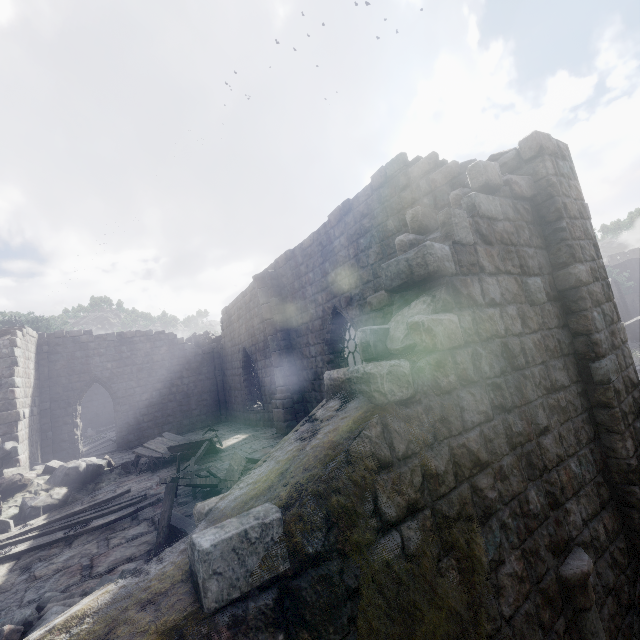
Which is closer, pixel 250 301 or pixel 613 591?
pixel 613 591

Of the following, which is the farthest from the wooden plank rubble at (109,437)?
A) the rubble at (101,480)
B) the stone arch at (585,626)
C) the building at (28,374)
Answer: the stone arch at (585,626)

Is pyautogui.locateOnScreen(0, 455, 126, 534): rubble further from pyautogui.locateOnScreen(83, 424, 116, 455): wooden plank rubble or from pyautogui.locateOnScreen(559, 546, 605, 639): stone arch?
pyautogui.locateOnScreen(559, 546, 605, 639): stone arch

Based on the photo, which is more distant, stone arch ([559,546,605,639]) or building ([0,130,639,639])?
stone arch ([559,546,605,639])

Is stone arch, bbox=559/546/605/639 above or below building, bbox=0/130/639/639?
below

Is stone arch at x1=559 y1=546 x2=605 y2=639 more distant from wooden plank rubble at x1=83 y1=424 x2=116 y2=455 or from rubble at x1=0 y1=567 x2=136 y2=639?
wooden plank rubble at x1=83 y1=424 x2=116 y2=455

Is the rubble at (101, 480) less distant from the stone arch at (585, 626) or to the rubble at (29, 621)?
the rubble at (29, 621)

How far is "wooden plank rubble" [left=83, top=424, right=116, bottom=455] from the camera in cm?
1883
